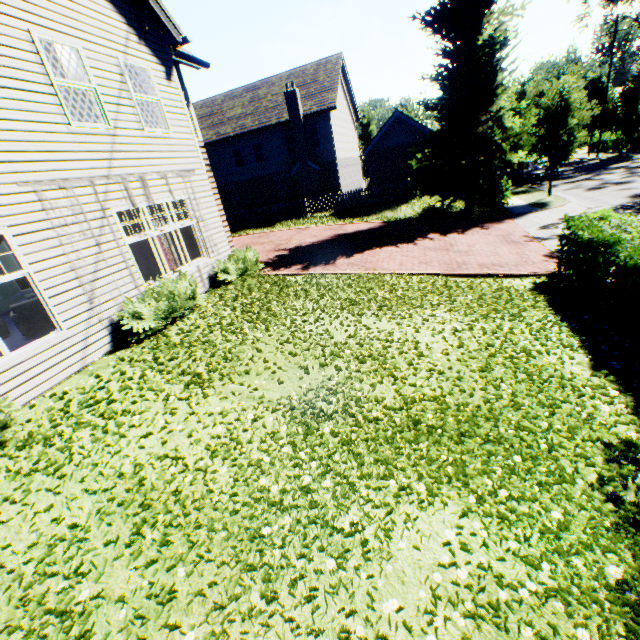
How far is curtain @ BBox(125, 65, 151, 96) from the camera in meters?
8.3 m

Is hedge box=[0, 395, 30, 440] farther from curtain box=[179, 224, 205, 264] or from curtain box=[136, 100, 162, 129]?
curtain box=[136, 100, 162, 129]

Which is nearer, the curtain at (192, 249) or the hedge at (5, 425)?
the hedge at (5, 425)

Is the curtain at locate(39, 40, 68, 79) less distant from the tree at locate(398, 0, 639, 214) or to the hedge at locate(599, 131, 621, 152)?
the tree at locate(398, 0, 639, 214)

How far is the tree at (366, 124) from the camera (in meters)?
45.78

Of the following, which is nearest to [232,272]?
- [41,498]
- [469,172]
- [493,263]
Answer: [41,498]

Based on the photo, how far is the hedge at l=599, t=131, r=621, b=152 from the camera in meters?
35.4 m

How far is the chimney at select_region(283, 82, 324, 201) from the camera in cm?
2411
